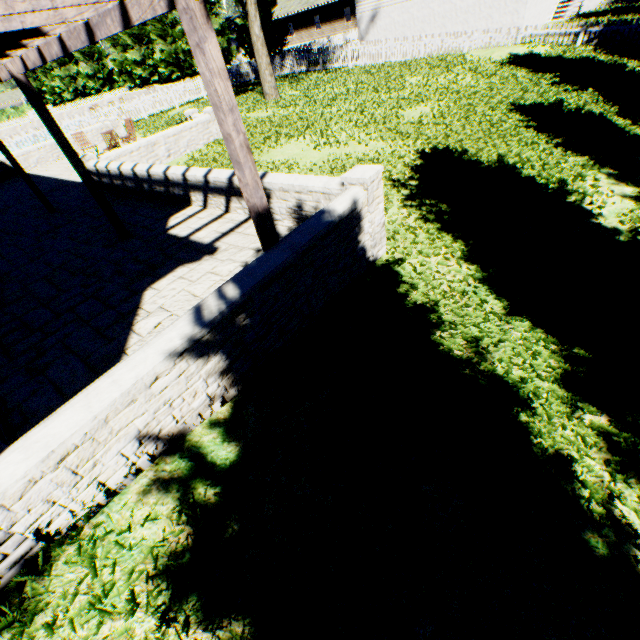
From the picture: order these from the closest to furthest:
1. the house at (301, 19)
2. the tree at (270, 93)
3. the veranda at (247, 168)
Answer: the veranda at (247, 168)
the tree at (270, 93)
the house at (301, 19)

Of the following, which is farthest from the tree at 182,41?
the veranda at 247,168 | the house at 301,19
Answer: the veranda at 247,168

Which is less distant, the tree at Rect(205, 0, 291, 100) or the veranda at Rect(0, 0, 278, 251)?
the veranda at Rect(0, 0, 278, 251)

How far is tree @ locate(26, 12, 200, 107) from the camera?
33.8m

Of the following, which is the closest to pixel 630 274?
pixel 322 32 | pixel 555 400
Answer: pixel 555 400

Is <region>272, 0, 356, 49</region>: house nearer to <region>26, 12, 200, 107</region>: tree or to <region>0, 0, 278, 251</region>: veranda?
<region>26, 12, 200, 107</region>: tree

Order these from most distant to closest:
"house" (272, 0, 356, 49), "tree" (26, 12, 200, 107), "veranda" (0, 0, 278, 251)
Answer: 1. "house" (272, 0, 356, 49)
2. "tree" (26, 12, 200, 107)
3. "veranda" (0, 0, 278, 251)
